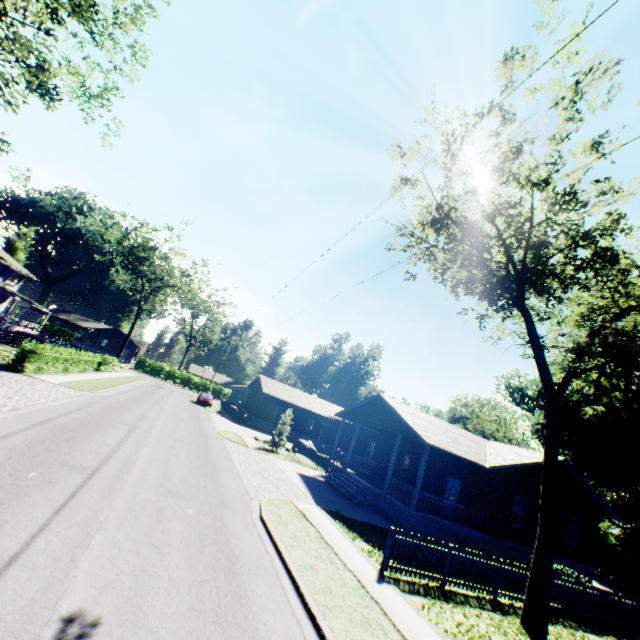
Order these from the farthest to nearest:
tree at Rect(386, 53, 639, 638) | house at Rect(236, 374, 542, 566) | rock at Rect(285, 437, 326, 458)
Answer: rock at Rect(285, 437, 326, 458) → house at Rect(236, 374, 542, 566) → tree at Rect(386, 53, 639, 638)

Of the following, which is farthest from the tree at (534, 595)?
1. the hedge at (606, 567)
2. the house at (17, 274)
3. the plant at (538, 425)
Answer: the house at (17, 274)

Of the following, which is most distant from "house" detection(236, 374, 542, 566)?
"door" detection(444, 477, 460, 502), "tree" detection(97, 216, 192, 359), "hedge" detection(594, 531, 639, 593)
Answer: "tree" detection(97, 216, 192, 359)

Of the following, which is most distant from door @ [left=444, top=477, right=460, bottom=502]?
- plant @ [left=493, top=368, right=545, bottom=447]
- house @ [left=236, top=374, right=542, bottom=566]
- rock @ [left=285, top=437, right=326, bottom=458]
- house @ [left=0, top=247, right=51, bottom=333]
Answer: house @ [left=0, top=247, right=51, bottom=333]

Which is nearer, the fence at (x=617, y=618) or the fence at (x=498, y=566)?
the fence at (x=498, y=566)

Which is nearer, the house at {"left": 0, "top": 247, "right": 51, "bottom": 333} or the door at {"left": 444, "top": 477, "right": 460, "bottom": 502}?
the door at {"left": 444, "top": 477, "right": 460, "bottom": 502}

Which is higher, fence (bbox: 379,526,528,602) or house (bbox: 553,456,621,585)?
house (bbox: 553,456,621,585)

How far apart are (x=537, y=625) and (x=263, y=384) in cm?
3713
